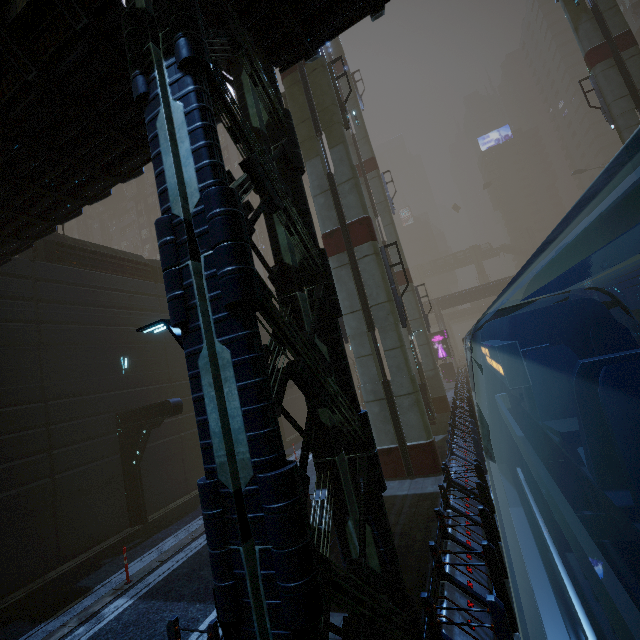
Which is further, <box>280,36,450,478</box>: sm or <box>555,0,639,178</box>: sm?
<box>555,0,639,178</box>: sm

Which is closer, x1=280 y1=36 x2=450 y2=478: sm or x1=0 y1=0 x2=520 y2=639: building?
x1=0 y1=0 x2=520 y2=639: building

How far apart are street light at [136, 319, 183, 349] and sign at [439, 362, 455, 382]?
36.6 meters

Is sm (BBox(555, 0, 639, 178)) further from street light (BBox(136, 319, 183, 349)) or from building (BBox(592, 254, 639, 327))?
street light (BBox(136, 319, 183, 349))

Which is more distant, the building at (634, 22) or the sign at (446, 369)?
the building at (634, 22)

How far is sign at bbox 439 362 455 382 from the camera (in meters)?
36.91

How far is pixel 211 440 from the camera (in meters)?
3.34

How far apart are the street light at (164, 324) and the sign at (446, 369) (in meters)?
36.62
